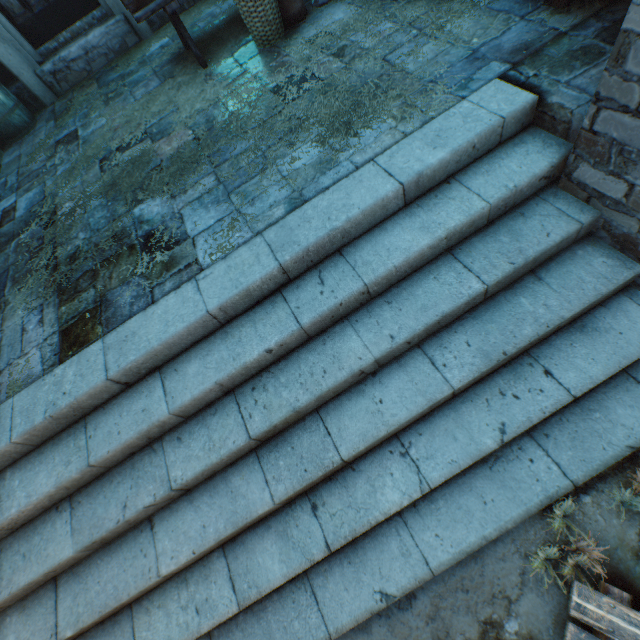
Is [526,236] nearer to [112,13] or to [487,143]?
[487,143]

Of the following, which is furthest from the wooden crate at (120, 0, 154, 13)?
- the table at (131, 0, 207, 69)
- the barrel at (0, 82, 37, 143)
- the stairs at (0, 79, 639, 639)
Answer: the stairs at (0, 79, 639, 639)

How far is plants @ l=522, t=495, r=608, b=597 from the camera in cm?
177

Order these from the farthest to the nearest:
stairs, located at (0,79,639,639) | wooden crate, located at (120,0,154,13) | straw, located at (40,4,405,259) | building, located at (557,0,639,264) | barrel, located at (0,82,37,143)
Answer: barrel, located at (0,82,37,143)
wooden crate, located at (120,0,154,13)
straw, located at (40,4,405,259)
stairs, located at (0,79,639,639)
building, located at (557,0,639,264)

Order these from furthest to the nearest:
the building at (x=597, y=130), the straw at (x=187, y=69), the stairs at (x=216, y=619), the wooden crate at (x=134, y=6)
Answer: the wooden crate at (x=134, y=6), the straw at (x=187, y=69), the stairs at (x=216, y=619), the building at (x=597, y=130)

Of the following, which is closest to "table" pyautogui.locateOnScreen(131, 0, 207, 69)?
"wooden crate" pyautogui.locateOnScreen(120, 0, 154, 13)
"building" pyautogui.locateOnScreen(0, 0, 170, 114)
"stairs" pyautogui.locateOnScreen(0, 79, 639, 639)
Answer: "wooden crate" pyautogui.locateOnScreen(120, 0, 154, 13)

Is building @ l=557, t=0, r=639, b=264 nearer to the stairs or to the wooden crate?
the stairs

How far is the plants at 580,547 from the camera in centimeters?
177cm
